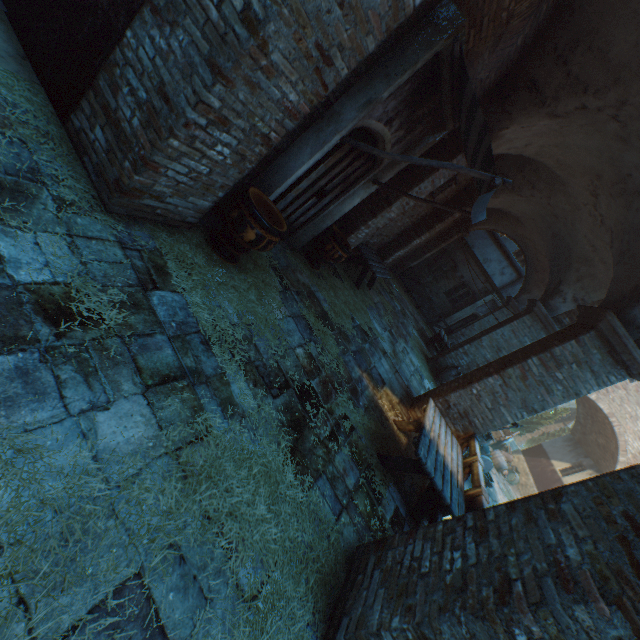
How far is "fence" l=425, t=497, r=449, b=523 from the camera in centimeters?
468cm

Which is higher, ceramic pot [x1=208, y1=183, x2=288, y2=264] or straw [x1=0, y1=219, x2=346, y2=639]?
ceramic pot [x1=208, y1=183, x2=288, y2=264]

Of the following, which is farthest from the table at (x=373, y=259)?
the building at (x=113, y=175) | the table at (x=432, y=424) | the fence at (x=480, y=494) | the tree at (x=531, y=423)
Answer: the building at (x=113, y=175)

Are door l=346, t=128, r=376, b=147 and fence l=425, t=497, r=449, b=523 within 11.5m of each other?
yes

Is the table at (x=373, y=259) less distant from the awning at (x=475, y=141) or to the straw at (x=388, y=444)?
the straw at (x=388, y=444)

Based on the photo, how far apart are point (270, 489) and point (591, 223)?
9.28m

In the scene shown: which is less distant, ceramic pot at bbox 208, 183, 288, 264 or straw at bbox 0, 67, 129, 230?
straw at bbox 0, 67, 129, 230

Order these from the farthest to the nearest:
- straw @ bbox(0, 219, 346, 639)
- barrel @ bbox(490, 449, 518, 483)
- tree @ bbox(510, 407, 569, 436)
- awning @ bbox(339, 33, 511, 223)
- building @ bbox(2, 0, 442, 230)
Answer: tree @ bbox(510, 407, 569, 436) < barrel @ bbox(490, 449, 518, 483) < awning @ bbox(339, 33, 511, 223) < building @ bbox(2, 0, 442, 230) < straw @ bbox(0, 219, 346, 639)
